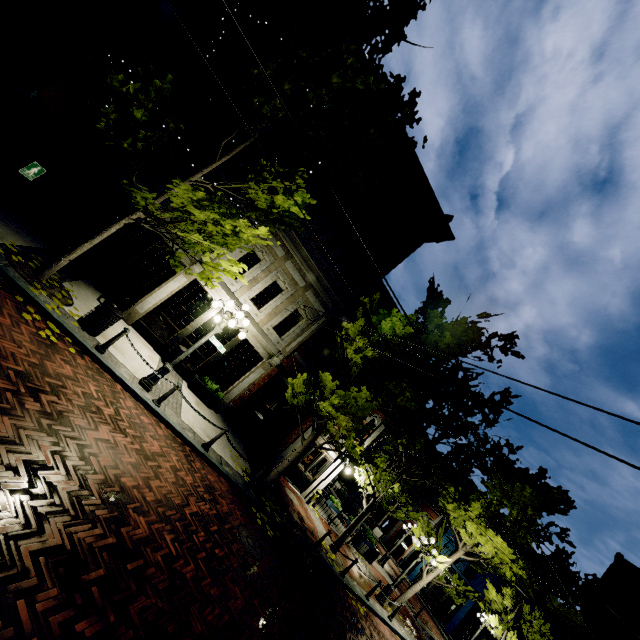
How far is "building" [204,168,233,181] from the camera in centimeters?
1243cm

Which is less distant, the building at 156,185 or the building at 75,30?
the building at 75,30

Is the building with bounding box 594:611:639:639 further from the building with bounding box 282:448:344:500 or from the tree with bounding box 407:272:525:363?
the building with bounding box 282:448:344:500

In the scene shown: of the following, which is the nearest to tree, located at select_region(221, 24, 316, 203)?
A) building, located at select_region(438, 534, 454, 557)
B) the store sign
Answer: building, located at select_region(438, 534, 454, 557)

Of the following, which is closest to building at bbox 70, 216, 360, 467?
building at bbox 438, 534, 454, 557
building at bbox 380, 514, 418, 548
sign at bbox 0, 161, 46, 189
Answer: sign at bbox 0, 161, 46, 189

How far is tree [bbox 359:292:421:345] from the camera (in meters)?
10.15

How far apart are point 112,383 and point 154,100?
7.6m

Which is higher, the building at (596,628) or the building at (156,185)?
the building at (596,628)
